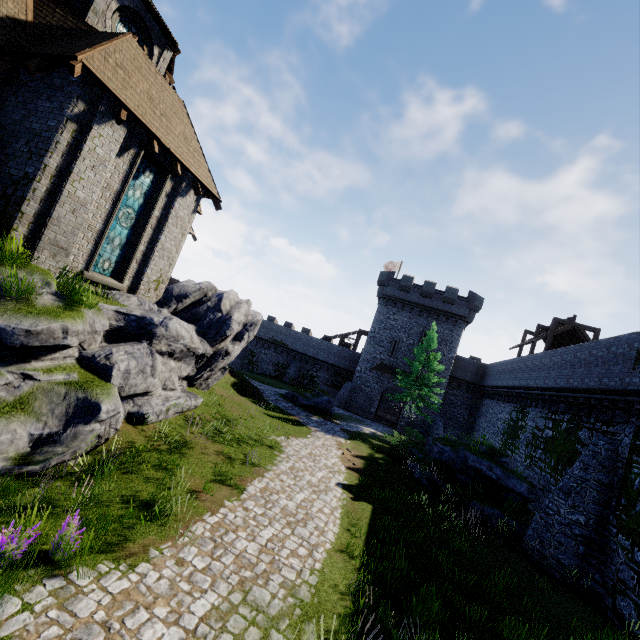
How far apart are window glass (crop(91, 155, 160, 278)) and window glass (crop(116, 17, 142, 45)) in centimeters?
592cm

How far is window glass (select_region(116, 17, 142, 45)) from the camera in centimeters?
1320cm

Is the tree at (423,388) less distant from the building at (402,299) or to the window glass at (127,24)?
the building at (402,299)

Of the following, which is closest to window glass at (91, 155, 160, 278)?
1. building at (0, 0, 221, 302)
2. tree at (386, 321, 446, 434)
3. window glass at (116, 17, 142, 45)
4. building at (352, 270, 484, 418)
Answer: building at (0, 0, 221, 302)

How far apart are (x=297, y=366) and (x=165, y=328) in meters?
31.9

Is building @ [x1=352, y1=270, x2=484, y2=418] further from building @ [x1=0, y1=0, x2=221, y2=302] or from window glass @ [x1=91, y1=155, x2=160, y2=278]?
window glass @ [x1=91, y1=155, x2=160, y2=278]

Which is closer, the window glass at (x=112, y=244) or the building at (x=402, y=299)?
the window glass at (x=112, y=244)

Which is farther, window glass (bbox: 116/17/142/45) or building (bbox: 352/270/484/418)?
building (bbox: 352/270/484/418)
